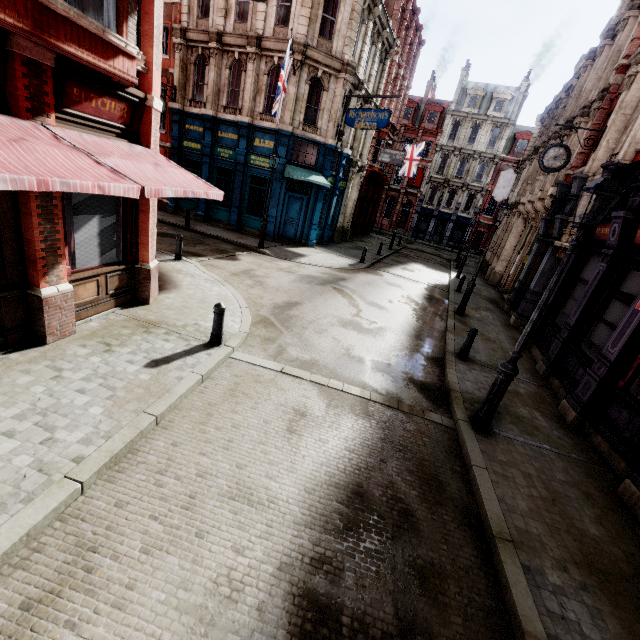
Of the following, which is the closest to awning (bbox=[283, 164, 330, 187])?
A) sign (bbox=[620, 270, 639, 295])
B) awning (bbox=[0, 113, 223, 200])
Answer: awning (bbox=[0, 113, 223, 200])

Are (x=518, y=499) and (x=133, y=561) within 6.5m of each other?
yes

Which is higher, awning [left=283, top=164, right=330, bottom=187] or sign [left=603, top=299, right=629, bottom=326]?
awning [left=283, top=164, right=330, bottom=187]

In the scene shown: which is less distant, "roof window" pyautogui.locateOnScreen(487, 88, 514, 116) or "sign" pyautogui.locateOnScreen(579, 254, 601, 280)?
"sign" pyautogui.locateOnScreen(579, 254, 601, 280)

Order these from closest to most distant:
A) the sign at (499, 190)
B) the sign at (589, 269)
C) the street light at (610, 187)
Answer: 1. the street light at (610, 187)
2. the sign at (589, 269)
3. the sign at (499, 190)

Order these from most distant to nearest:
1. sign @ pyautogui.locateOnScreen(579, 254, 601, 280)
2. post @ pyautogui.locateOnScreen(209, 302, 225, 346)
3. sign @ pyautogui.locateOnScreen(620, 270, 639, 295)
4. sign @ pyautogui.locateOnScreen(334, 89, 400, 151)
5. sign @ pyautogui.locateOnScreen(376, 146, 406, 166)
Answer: sign @ pyautogui.locateOnScreen(376, 146, 406, 166) < sign @ pyautogui.locateOnScreen(334, 89, 400, 151) < sign @ pyautogui.locateOnScreen(579, 254, 601, 280) < sign @ pyautogui.locateOnScreen(620, 270, 639, 295) < post @ pyautogui.locateOnScreen(209, 302, 225, 346)

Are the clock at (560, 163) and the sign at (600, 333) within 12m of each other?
yes

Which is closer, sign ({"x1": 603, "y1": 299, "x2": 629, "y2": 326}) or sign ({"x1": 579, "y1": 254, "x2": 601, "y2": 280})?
sign ({"x1": 603, "y1": 299, "x2": 629, "y2": 326})
